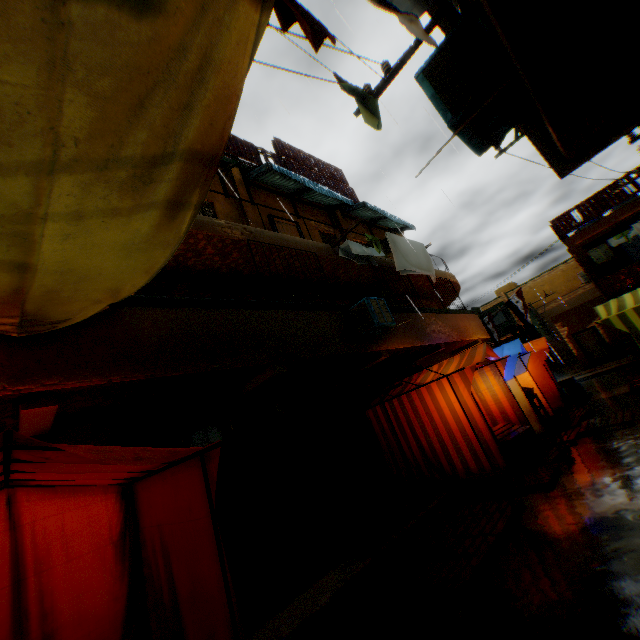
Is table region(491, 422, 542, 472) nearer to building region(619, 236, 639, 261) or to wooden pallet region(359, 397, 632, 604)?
wooden pallet region(359, 397, 632, 604)

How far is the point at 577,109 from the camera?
3.0m

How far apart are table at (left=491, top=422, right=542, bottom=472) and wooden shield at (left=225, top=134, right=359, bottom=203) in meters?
10.4

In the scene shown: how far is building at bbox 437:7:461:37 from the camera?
4.70m

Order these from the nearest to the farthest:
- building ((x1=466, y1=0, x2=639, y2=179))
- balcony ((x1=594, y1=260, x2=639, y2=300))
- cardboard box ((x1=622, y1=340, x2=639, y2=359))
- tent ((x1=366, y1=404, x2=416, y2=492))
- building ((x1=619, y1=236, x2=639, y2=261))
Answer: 1. building ((x1=466, y1=0, x2=639, y2=179))
2. tent ((x1=366, y1=404, x2=416, y2=492))
3. balcony ((x1=594, y1=260, x2=639, y2=300))
4. cardboard box ((x1=622, y1=340, x2=639, y2=359))
5. building ((x1=619, y1=236, x2=639, y2=261))

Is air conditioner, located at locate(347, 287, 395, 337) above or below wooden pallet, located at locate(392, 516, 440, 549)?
above

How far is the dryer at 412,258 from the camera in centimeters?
948cm

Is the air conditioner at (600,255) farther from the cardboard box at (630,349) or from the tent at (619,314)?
the cardboard box at (630,349)
